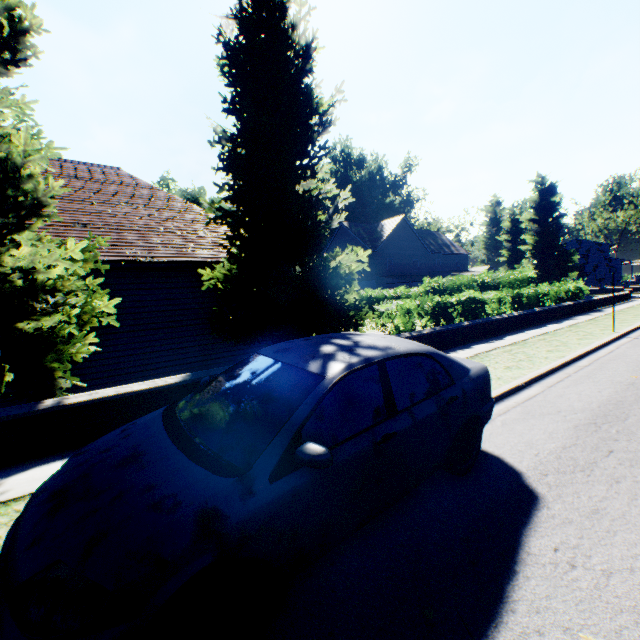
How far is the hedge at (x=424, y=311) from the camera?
11.2 meters

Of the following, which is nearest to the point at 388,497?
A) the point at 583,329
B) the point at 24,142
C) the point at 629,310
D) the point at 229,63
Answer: the point at 24,142

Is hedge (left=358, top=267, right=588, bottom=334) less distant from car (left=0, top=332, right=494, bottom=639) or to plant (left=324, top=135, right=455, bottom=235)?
plant (left=324, top=135, right=455, bottom=235)

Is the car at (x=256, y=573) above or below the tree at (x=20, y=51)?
below

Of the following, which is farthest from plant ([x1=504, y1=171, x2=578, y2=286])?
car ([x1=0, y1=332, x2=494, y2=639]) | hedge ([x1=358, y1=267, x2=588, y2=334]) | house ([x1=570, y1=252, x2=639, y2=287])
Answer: car ([x1=0, y1=332, x2=494, y2=639])

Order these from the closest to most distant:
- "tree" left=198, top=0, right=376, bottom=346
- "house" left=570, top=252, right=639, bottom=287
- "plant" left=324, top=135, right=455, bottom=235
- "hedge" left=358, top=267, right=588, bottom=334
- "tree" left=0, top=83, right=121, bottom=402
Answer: "tree" left=0, top=83, right=121, bottom=402 < "tree" left=198, top=0, right=376, bottom=346 < "hedge" left=358, top=267, right=588, bottom=334 < "plant" left=324, top=135, right=455, bottom=235 < "house" left=570, top=252, right=639, bottom=287

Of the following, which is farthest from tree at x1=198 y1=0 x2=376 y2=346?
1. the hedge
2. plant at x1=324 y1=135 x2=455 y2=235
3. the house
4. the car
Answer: the house
